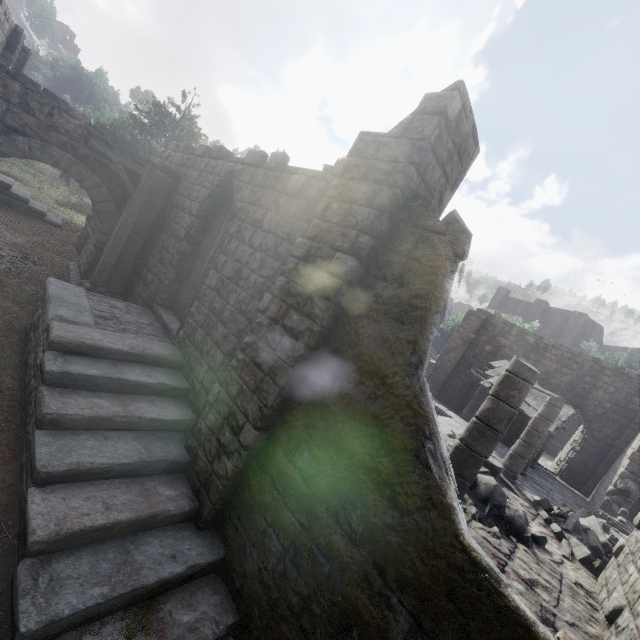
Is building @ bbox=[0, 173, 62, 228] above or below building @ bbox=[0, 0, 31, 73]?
below

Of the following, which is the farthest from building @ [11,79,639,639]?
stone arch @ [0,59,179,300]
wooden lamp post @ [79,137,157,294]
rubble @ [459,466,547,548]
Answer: rubble @ [459,466,547,548]

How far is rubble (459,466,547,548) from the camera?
7.0m

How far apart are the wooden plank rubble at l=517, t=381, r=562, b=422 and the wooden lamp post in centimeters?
1548cm

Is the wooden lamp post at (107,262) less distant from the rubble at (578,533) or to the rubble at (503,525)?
the rubble at (503,525)

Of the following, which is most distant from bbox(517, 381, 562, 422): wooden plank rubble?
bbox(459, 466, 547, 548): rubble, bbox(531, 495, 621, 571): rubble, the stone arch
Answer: the stone arch

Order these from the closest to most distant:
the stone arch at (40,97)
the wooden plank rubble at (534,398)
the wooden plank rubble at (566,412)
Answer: the stone arch at (40,97)
the wooden plank rubble at (566,412)
the wooden plank rubble at (534,398)

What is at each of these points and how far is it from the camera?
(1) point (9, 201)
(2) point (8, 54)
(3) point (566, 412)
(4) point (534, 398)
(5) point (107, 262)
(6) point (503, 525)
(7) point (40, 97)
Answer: (1) building, 14.7 meters
(2) building, 15.9 meters
(3) wooden plank rubble, 15.2 meters
(4) wooden plank rubble, 15.4 meters
(5) wooden lamp post, 8.8 meters
(6) rubble, 7.1 meters
(7) stone arch, 7.6 meters
